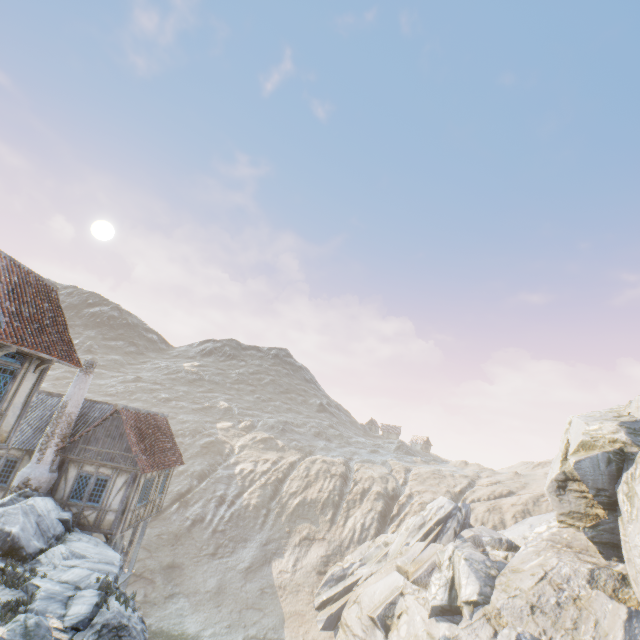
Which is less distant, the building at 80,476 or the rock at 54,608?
the rock at 54,608

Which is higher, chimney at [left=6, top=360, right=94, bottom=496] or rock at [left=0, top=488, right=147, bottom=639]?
chimney at [left=6, top=360, right=94, bottom=496]

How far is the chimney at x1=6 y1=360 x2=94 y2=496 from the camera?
15.8m

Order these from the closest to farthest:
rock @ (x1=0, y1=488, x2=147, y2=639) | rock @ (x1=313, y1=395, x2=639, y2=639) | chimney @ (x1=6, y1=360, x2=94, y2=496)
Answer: rock @ (x1=0, y1=488, x2=147, y2=639) → chimney @ (x1=6, y1=360, x2=94, y2=496) → rock @ (x1=313, y1=395, x2=639, y2=639)

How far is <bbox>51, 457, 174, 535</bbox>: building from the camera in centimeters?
1619cm

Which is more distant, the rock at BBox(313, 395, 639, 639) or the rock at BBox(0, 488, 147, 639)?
the rock at BBox(313, 395, 639, 639)

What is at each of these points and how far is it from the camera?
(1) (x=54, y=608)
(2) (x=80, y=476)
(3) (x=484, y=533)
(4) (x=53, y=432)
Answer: (1) rock, 9.16m
(2) building, 16.75m
(3) rock, 28.02m
(4) chimney, 16.78m

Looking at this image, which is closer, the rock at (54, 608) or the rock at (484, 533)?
the rock at (54, 608)
